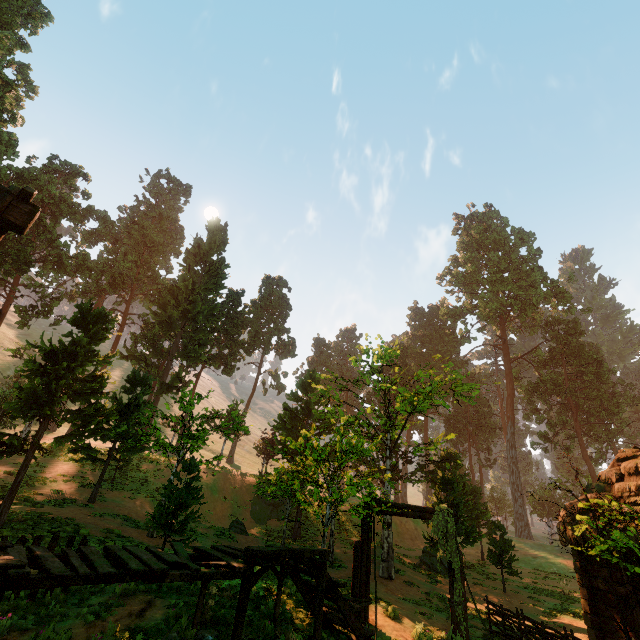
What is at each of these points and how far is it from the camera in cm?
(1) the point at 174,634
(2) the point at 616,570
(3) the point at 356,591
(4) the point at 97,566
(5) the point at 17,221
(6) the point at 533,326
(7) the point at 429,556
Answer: (1) rock, 641
(2) building, 1074
(3) fence arch, 966
(4) building, 487
(5) building, 595
(6) treerock, 5291
(7) treerock, 2266

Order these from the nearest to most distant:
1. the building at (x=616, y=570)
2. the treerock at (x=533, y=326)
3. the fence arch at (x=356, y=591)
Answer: the fence arch at (x=356, y=591) < the building at (x=616, y=570) < the treerock at (x=533, y=326)

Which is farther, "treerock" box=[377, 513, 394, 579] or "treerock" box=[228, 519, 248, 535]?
"treerock" box=[228, 519, 248, 535]

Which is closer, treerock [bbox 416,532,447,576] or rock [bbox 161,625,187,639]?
rock [bbox 161,625,187,639]

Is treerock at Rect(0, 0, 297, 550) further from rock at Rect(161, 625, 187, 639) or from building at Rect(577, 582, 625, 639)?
rock at Rect(161, 625, 187, 639)

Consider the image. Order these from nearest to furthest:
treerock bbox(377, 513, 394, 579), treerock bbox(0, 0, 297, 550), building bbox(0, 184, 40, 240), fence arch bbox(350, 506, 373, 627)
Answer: building bbox(0, 184, 40, 240) < fence arch bbox(350, 506, 373, 627) < treerock bbox(0, 0, 297, 550) < treerock bbox(377, 513, 394, 579)

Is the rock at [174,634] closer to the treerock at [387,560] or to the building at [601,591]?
the building at [601,591]

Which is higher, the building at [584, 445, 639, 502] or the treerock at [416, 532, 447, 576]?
the building at [584, 445, 639, 502]
